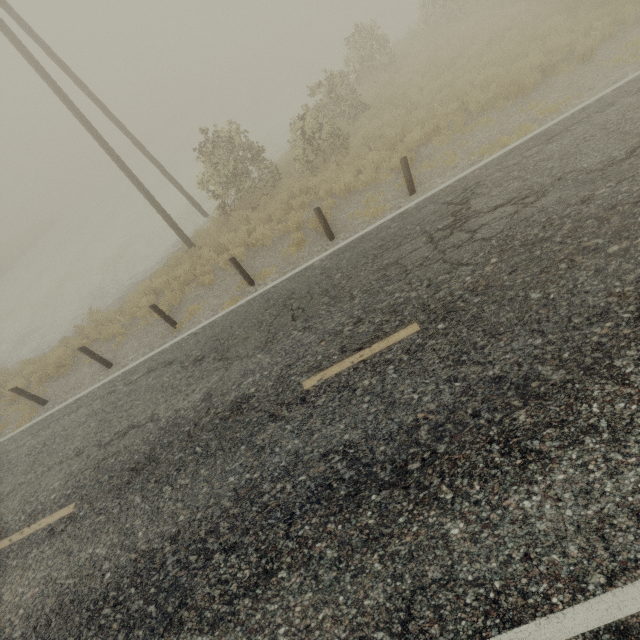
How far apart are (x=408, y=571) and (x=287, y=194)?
11.4 meters
